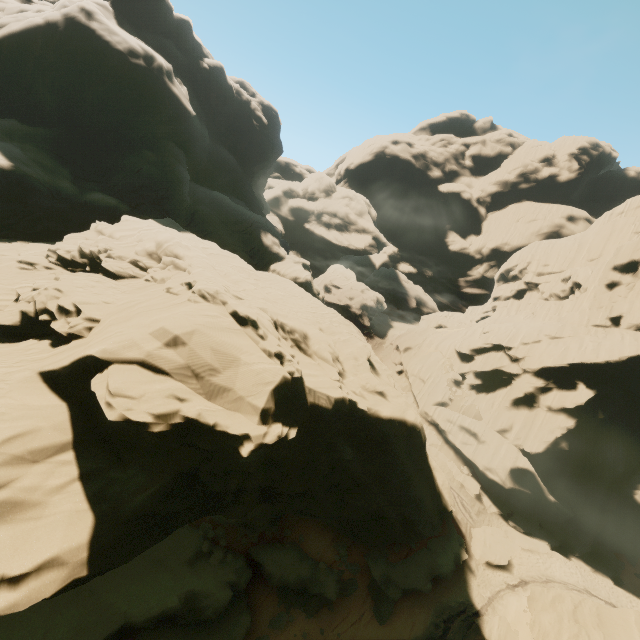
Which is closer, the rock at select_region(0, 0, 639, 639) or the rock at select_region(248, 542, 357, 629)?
the rock at select_region(0, 0, 639, 639)

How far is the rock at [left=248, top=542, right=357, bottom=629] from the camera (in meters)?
19.59

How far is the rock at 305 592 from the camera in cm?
1959

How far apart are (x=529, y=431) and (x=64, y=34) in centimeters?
6179cm

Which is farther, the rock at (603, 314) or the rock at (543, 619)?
the rock at (543, 619)

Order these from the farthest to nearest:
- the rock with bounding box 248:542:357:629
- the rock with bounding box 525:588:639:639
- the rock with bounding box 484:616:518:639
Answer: the rock with bounding box 484:616:518:639
the rock with bounding box 248:542:357:629
the rock with bounding box 525:588:639:639
